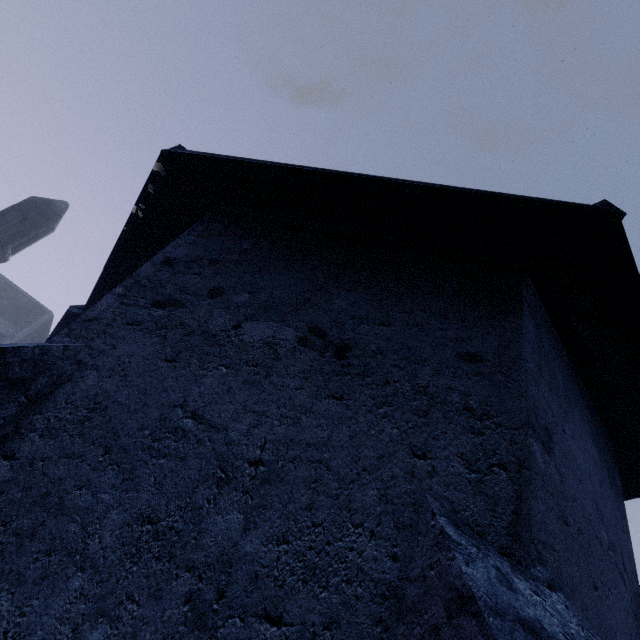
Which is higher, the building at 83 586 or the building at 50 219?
the building at 50 219

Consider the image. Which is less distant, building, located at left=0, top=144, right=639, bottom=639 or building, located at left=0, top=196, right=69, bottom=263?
building, located at left=0, top=144, right=639, bottom=639

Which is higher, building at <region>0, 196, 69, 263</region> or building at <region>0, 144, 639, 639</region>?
building at <region>0, 196, 69, 263</region>

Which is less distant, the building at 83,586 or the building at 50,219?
the building at 83,586

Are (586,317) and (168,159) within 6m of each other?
yes
